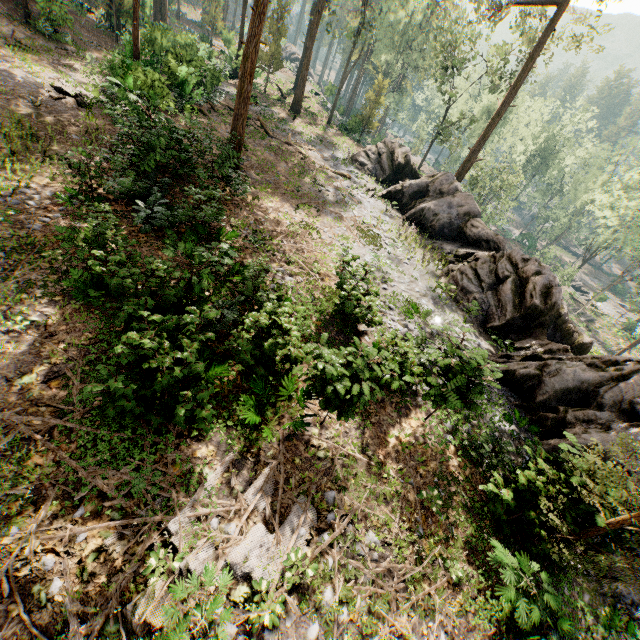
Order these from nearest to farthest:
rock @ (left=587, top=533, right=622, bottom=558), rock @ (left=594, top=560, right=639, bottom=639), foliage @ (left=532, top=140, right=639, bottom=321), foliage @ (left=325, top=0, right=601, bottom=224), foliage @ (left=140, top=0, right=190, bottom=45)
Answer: rock @ (left=587, top=533, right=622, bottom=558) < rock @ (left=594, top=560, right=639, bottom=639) < foliage @ (left=140, top=0, right=190, bottom=45) < foliage @ (left=325, top=0, right=601, bottom=224) < foliage @ (left=532, top=140, right=639, bottom=321)

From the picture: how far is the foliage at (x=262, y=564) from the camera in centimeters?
603cm

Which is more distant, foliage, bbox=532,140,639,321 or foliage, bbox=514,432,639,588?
foliage, bbox=532,140,639,321

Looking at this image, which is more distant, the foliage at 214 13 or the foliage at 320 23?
the foliage at 214 13

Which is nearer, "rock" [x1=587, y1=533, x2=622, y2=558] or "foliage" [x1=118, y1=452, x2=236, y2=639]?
"foliage" [x1=118, y1=452, x2=236, y2=639]

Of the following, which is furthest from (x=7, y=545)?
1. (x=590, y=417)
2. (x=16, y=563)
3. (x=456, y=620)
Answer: (x=590, y=417)

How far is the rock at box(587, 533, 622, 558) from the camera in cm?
716

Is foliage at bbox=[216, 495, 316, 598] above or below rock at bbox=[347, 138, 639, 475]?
below
